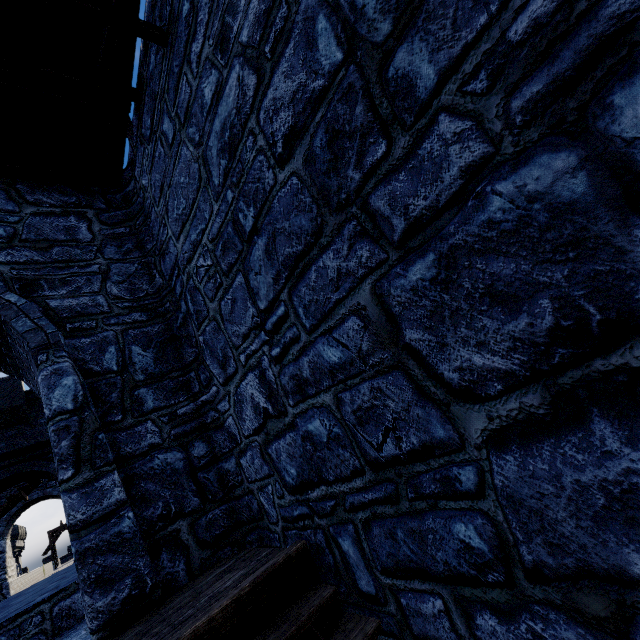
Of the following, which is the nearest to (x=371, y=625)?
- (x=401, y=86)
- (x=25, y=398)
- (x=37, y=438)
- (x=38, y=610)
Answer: (x=401, y=86)
